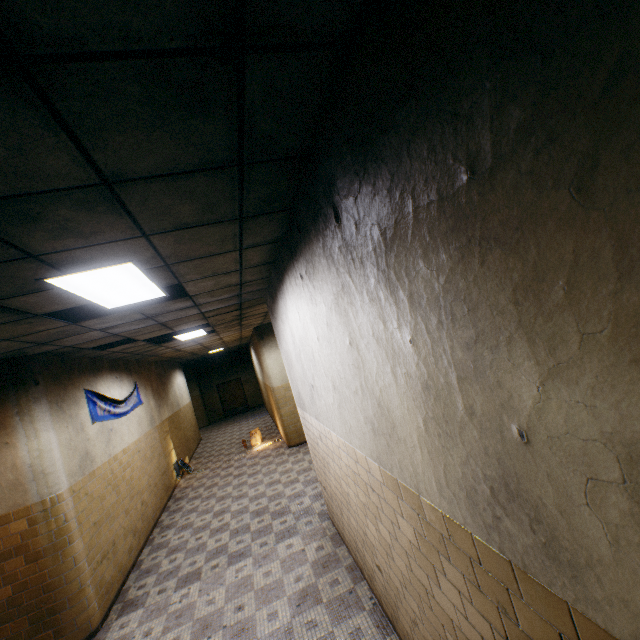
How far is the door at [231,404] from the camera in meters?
21.0 m

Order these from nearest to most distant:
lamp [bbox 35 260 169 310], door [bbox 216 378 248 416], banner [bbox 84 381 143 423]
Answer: lamp [bbox 35 260 169 310] → banner [bbox 84 381 143 423] → door [bbox 216 378 248 416]

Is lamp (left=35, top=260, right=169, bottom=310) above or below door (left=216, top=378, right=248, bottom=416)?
above

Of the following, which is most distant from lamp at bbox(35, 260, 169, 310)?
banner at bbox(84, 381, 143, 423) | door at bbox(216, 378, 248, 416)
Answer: door at bbox(216, 378, 248, 416)

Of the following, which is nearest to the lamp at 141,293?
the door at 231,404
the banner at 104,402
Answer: the banner at 104,402

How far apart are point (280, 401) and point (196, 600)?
5.88m

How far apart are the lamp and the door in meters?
18.5 m

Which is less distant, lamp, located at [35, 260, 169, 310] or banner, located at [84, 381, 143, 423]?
lamp, located at [35, 260, 169, 310]
